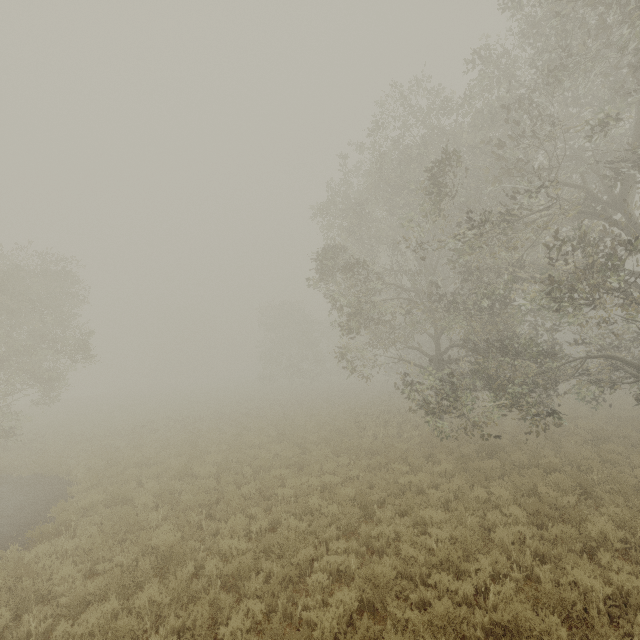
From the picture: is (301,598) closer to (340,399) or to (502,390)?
(502,390)
